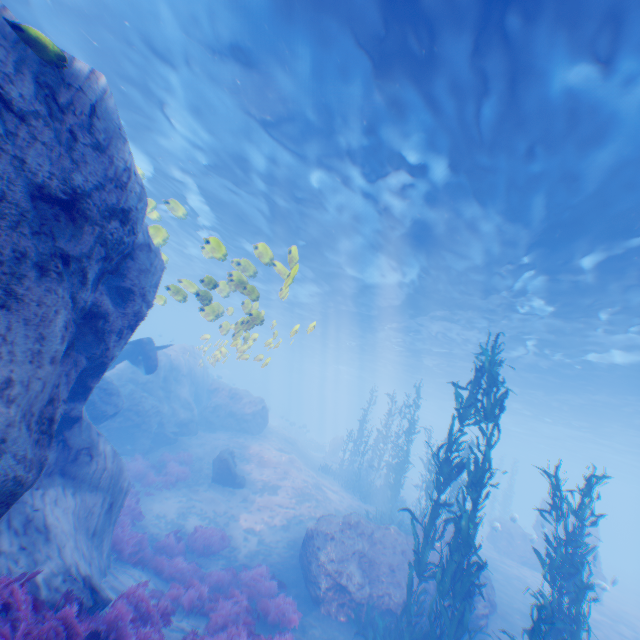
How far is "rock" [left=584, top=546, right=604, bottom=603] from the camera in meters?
13.9

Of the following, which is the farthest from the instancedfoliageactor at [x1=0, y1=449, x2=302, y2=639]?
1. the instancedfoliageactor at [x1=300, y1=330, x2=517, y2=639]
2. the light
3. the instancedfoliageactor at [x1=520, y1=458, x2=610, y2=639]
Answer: the instancedfoliageactor at [x1=300, y1=330, x2=517, y2=639]

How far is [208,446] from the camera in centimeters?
1969cm

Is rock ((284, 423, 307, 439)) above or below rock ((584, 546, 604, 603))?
below

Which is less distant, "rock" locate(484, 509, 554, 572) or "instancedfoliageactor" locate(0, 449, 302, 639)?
"instancedfoliageactor" locate(0, 449, 302, 639)

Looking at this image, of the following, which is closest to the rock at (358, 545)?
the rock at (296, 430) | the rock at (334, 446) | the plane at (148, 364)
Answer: the plane at (148, 364)

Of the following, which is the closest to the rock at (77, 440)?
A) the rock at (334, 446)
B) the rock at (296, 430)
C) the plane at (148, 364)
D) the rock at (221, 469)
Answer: the plane at (148, 364)
